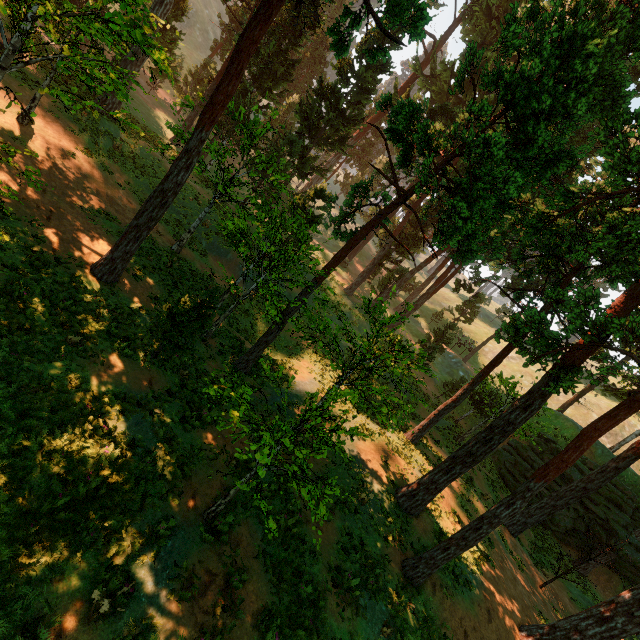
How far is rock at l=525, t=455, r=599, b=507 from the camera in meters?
26.9

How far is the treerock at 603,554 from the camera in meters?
17.1 m

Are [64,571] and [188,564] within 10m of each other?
yes

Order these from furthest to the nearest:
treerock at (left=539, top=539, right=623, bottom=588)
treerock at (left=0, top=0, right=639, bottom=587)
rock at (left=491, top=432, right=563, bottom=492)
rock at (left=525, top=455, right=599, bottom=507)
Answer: rock at (left=491, top=432, right=563, bottom=492) → rock at (left=525, top=455, right=599, bottom=507) → treerock at (left=539, top=539, right=623, bottom=588) → treerock at (left=0, top=0, right=639, bottom=587)

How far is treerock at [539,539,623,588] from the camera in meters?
17.1 m

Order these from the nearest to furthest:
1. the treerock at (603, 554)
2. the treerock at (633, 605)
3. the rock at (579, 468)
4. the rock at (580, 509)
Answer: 1. the treerock at (633, 605)
2. the treerock at (603, 554)
3. the rock at (580, 509)
4. the rock at (579, 468)

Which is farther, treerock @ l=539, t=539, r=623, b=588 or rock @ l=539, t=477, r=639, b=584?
rock @ l=539, t=477, r=639, b=584
